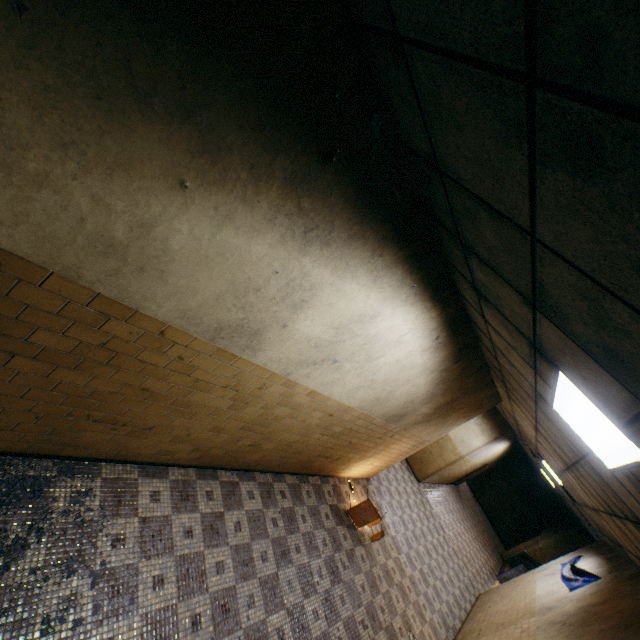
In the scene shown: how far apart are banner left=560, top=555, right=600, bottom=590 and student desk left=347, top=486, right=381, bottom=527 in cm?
380

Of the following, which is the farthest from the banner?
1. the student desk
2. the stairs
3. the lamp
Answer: the lamp

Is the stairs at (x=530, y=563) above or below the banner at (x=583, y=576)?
below

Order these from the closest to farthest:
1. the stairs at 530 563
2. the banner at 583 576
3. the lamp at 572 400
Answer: the lamp at 572 400 < the banner at 583 576 < the stairs at 530 563

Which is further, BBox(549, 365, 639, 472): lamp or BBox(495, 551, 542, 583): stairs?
BBox(495, 551, 542, 583): stairs

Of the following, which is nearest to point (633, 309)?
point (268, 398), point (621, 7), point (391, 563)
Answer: point (621, 7)

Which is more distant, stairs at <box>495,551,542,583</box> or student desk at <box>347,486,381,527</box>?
stairs at <box>495,551,542,583</box>

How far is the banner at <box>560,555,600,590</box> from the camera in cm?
648
